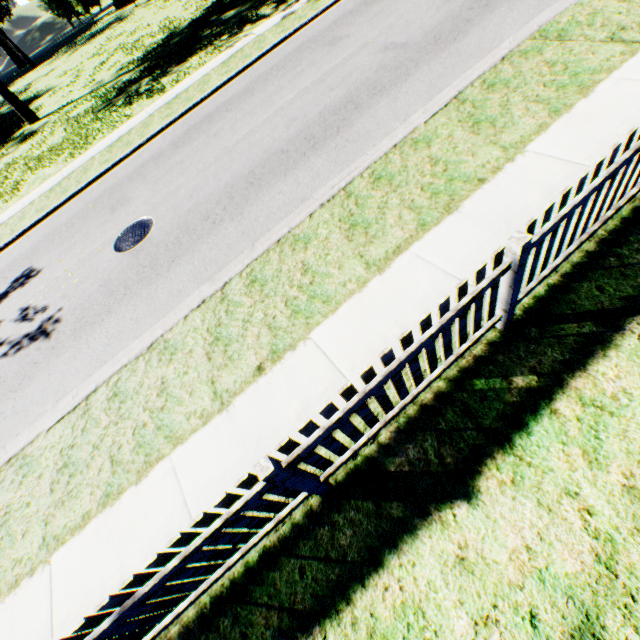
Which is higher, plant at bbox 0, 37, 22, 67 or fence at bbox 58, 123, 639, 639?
plant at bbox 0, 37, 22, 67

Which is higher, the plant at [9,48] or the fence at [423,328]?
the plant at [9,48]

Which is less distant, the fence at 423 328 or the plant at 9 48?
the fence at 423 328

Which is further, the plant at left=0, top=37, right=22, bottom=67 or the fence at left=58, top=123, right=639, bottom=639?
the plant at left=0, top=37, right=22, bottom=67

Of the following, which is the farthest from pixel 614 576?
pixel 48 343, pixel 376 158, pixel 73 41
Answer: pixel 73 41
